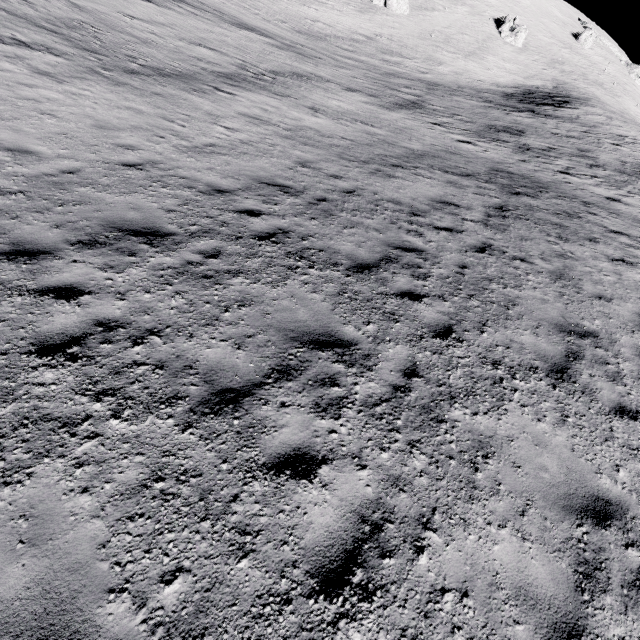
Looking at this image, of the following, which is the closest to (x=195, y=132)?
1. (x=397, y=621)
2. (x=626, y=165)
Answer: (x=397, y=621)
